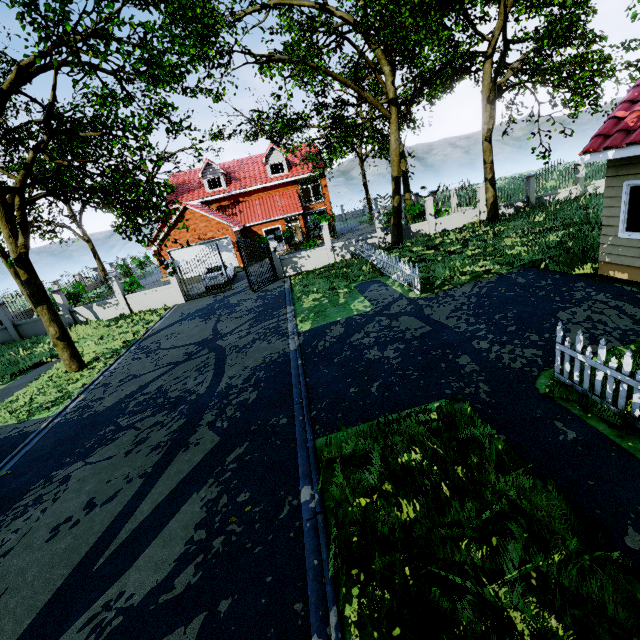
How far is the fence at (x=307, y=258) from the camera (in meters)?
12.66

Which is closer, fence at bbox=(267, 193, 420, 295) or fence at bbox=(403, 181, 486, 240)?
fence at bbox=(267, 193, 420, 295)

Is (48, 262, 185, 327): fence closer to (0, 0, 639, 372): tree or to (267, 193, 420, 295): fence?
(0, 0, 639, 372): tree

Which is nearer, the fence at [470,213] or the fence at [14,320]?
the fence at [14,320]

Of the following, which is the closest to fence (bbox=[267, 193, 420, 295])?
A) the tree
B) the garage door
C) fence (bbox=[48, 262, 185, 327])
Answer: the tree

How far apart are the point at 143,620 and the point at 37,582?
2.0 meters

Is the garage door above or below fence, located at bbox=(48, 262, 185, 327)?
above

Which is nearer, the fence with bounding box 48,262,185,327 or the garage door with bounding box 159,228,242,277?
the fence with bounding box 48,262,185,327
